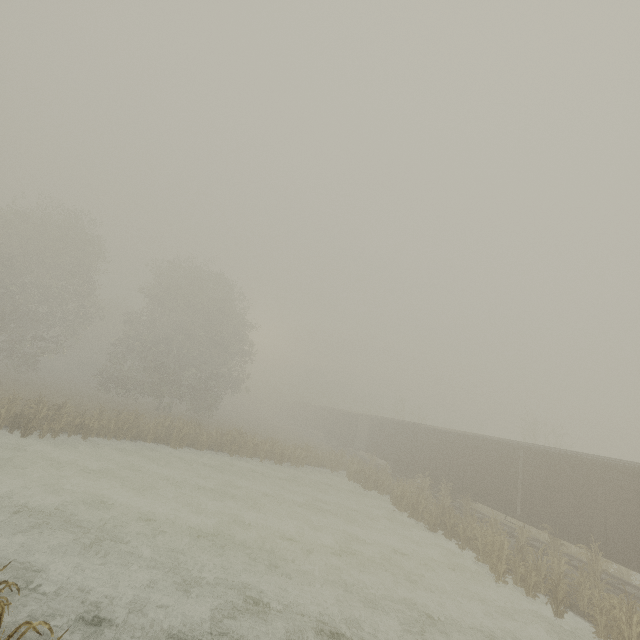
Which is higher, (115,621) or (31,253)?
(31,253)
